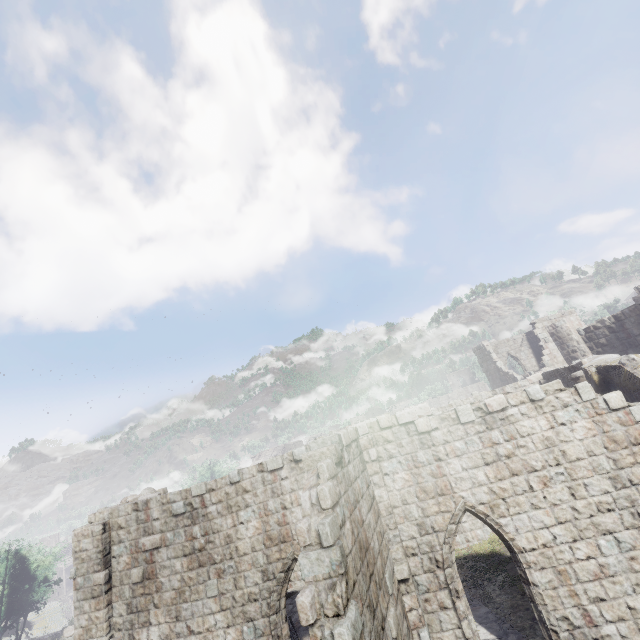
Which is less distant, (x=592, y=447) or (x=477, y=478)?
(x=592, y=447)
